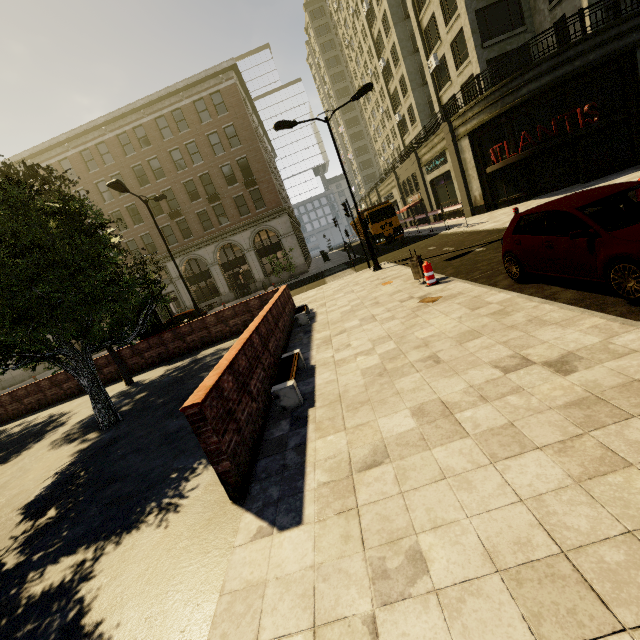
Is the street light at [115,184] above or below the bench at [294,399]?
above

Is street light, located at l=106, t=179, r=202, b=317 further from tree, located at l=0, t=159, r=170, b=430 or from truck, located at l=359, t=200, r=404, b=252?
truck, located at l=359, t=200, r=404, b=252

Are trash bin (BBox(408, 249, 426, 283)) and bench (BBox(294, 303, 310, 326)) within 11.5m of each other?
yes

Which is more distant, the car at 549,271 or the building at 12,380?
the building at 12,380

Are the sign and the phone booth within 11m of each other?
no

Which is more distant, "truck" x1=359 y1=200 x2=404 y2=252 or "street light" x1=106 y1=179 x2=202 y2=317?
"truck" x1=359 y1=200 x2=404 y2=252

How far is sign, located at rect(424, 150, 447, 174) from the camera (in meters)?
25.77

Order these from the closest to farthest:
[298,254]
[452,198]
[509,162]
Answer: [509,162] < [452,198] < [298,254]
